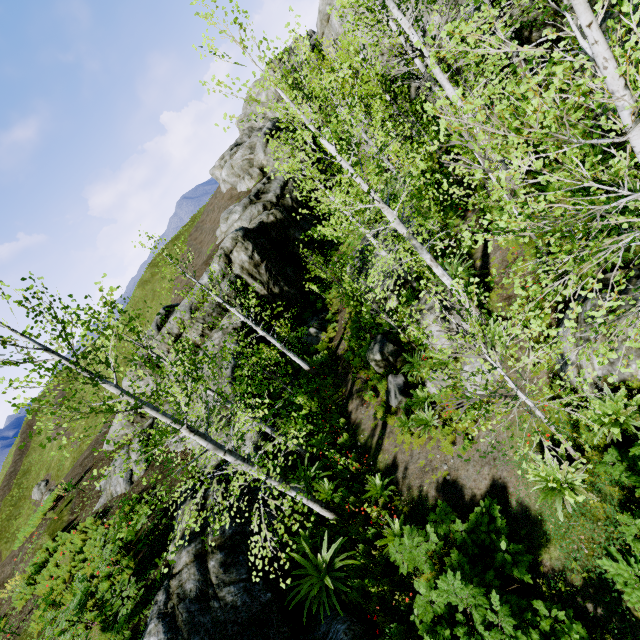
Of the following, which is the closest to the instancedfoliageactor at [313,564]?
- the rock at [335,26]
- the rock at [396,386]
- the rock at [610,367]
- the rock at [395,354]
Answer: the rock at [335,26]

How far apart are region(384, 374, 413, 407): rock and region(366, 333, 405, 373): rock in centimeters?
43cm

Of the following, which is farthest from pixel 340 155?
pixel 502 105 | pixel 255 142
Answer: pixel 255 142

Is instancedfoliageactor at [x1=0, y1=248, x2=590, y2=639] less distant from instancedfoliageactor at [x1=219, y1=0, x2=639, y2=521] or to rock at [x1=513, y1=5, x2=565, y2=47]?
rock at [x1=513, y1=5, x2=565, y2=47]

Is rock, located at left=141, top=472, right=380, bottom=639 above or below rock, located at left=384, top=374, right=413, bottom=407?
above

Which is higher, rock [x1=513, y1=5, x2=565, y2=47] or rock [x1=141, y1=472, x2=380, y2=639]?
rock [x1=513, y1=5, x2=565, y2=47]

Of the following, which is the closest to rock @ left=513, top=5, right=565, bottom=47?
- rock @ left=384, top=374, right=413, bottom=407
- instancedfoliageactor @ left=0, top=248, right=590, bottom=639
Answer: instancedfoliageactor @ left=0, top=248, right=590, bottom=639

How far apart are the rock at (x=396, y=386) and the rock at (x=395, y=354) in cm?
43
